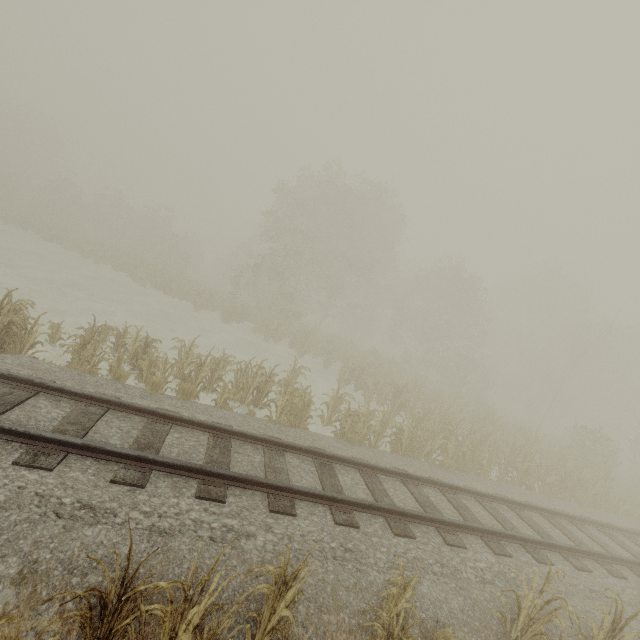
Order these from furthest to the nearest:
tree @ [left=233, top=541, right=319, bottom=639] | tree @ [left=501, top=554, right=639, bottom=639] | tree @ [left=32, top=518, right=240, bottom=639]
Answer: tree @ [left=501, top=554, right=639, bottom=639], tree @ [left=233, top=541, right=319, bottom=639], tree @ [left=32, top=518, right=240, bottom=639]

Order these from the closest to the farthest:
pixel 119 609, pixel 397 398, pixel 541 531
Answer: pixel 119 609
pixel 541 531
pixel 397 398

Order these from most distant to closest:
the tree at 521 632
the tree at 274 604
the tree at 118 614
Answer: the tree at 521 632 < the tree at 274 604 < the tree at 118 614

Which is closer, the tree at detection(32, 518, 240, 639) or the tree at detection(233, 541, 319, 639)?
the tree at detection(32, 518, 240, 639)

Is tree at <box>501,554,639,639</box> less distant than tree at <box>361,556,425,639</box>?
No

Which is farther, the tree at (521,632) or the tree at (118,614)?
the tree at (521,632)
